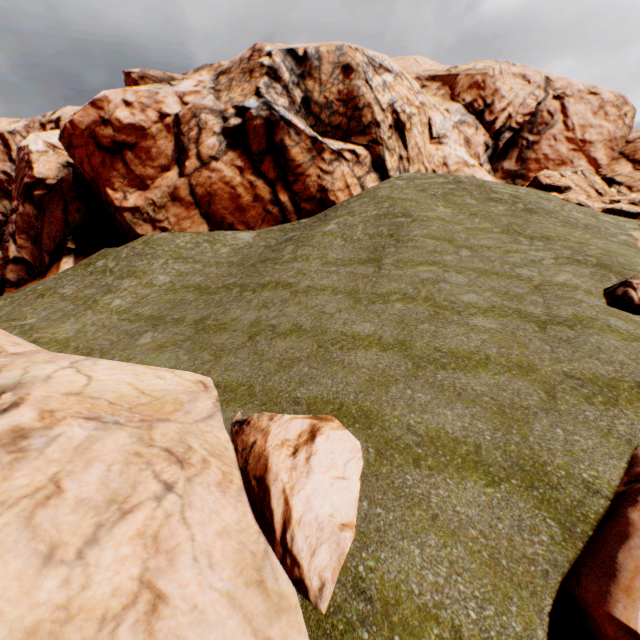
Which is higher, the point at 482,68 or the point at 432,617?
the point at 482,68

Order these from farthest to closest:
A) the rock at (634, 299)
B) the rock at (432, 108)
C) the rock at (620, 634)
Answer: the rock at (432, 108), the rock at (634, 299), the rock at (620, 634)

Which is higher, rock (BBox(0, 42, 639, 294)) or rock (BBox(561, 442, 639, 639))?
rock (BBox(0, 42, 639, 294))

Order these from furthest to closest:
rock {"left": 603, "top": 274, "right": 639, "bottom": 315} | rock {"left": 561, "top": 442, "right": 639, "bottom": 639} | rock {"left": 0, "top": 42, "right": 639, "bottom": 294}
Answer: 1. rock {"left": 0, "top": 42, "right": 639, "bottom": 294}
2. rock {"left": 603, "top": 274, "right": 639, "bottom": 315}
3. rock {"left": 561, "top": 442, "right": 639, "bottom": 639}

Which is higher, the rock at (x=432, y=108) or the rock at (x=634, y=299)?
the rock at (x=432, y=108)

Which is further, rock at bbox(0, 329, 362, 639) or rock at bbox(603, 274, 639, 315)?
rock at bbox(603, 274, 639, 315)
